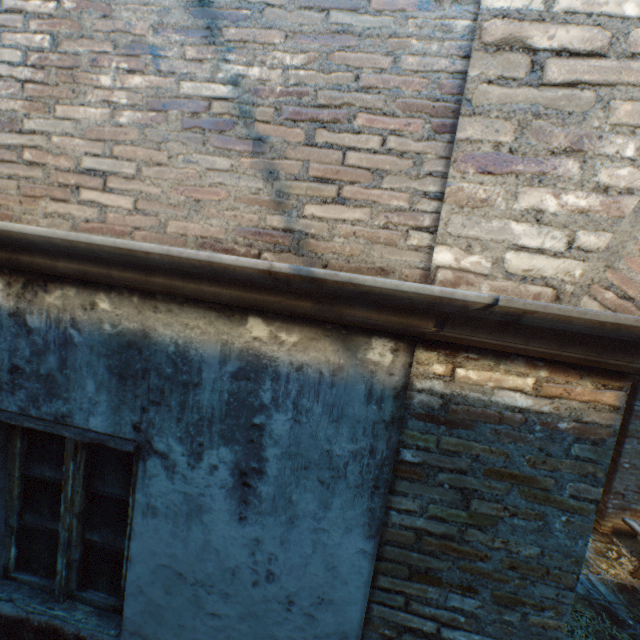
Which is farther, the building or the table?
the table

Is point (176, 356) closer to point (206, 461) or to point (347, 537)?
point (206, 461)

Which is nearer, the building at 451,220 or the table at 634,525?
the building at 451,220

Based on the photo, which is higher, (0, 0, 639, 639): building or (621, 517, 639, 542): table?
(0, 0, 639, 639): building

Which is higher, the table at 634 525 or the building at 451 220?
the building at 451 220
